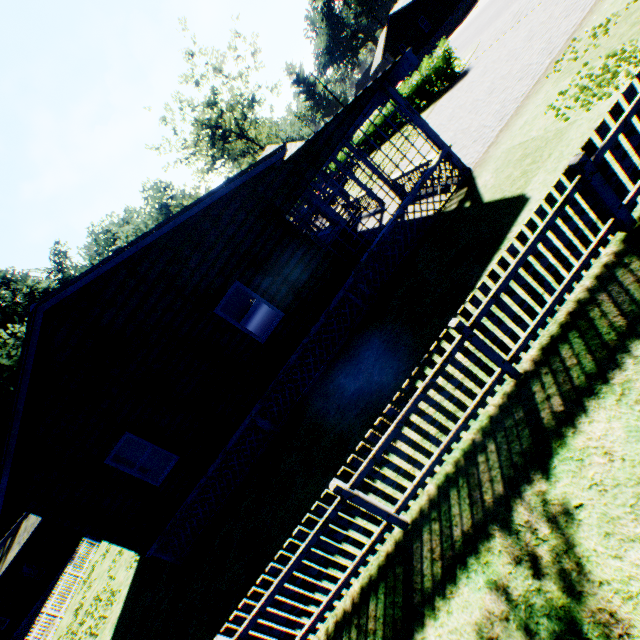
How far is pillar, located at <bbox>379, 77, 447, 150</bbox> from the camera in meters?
8.5

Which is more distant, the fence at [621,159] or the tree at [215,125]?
the tree at [215,125]

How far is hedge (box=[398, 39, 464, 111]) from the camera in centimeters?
1831cm

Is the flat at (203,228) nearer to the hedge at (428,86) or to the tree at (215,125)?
the hedge at (428,86)

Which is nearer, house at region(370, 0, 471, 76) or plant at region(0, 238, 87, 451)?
plant at region(0, 238, 87, 451)

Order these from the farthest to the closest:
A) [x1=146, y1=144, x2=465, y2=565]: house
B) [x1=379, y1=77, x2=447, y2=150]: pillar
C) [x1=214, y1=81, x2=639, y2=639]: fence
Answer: [x1=146, y1=144, x2=465, y2=565]: house < [x1=379, y1=77, x2=447, y2=150]: pillar < [x1=214, y1=81, x2=639, y2=639]: fence

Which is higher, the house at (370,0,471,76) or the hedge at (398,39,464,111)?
the house at (370,0,471,76)

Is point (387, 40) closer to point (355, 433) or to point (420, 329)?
point (420, 329)
